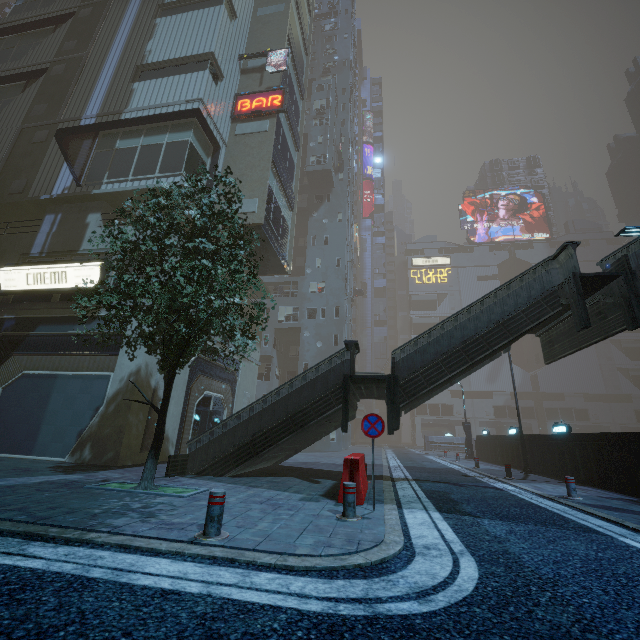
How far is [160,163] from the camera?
16.8 meters

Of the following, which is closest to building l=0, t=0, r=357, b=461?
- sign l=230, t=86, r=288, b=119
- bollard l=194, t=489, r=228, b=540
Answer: sign l=230, t=86, r=288, b=119

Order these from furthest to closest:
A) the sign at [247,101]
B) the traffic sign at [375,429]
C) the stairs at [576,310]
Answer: the sign at [247,101], the stairs at [576,310], the traffic sign at [375,429]

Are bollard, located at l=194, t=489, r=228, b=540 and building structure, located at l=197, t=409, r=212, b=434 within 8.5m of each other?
no

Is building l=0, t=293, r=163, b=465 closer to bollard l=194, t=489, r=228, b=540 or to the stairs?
the stairs

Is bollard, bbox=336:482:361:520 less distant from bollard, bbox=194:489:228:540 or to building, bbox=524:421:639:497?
bollard, bbox=194:489:228:540

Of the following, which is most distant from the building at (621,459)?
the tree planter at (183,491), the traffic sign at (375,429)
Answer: the traffic sign at (375,429)

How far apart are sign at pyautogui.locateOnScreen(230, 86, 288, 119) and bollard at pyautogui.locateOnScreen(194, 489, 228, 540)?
21.6 meters
